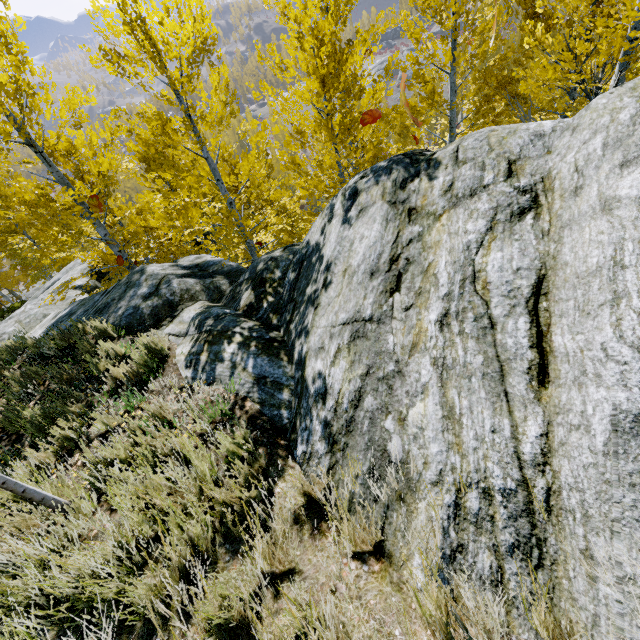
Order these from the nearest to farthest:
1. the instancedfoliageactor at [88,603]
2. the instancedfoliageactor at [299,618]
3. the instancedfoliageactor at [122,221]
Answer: the instancedfoliageactor at [299,618]
the instancedfoliageactor at [88,603]
the instancedfoliageactor at [122,221]

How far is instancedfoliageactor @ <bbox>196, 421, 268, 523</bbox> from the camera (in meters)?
2.25

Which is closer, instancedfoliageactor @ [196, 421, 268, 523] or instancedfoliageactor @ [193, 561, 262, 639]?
instancedfoliageactor @ [193, 561, 262, 639]

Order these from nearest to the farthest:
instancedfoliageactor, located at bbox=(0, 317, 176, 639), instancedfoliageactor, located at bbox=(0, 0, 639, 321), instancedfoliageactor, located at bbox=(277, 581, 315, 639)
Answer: instancedfoliageactor, located at bbox=(277, 581, 315, 639) < instancedfoliageactor, located at bbox=(0, 317, 176, 639) < instancedfoliageactor, located at bbox=(0, 0, 639, 321)

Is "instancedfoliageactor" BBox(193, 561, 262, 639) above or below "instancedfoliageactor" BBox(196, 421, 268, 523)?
above

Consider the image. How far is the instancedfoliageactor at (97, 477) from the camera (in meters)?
2.31

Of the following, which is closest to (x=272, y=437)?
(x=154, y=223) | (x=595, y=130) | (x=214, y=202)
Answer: (x=595, y=130)
